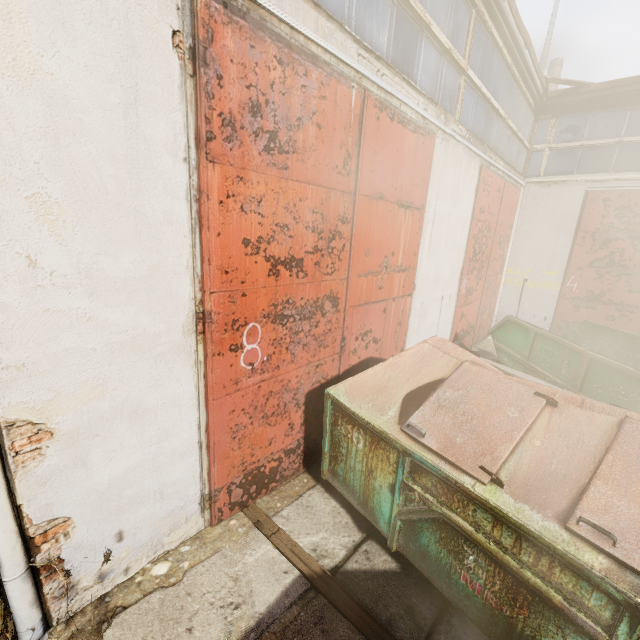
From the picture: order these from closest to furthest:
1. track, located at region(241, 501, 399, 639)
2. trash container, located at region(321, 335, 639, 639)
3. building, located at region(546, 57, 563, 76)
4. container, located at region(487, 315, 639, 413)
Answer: trash container, located at region(321, 335, 639, 639) < track, located at region(241, 501, 399, 639) < container, located at region(487, 315, 639, 413) < building, located at region(546, 57, 563, 76)

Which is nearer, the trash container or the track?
the trash container

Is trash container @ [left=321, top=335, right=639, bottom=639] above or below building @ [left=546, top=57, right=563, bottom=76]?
below

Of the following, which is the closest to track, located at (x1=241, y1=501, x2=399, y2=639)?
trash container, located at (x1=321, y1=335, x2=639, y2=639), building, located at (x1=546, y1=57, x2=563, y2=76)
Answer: trash container, located at (x1=321, y1=335, x2=639, y2=639)

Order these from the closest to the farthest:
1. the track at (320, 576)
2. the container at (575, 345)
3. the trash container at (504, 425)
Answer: the trash container at (504, 425) < the track at (320, 576) < the container at (575, 345)

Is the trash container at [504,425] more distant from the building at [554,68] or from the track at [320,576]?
the building at [554,68]

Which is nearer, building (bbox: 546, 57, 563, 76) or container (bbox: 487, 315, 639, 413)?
container (bbox: 487, 315, 639, 413)

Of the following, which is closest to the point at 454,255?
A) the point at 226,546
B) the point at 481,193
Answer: the point at 481,193
